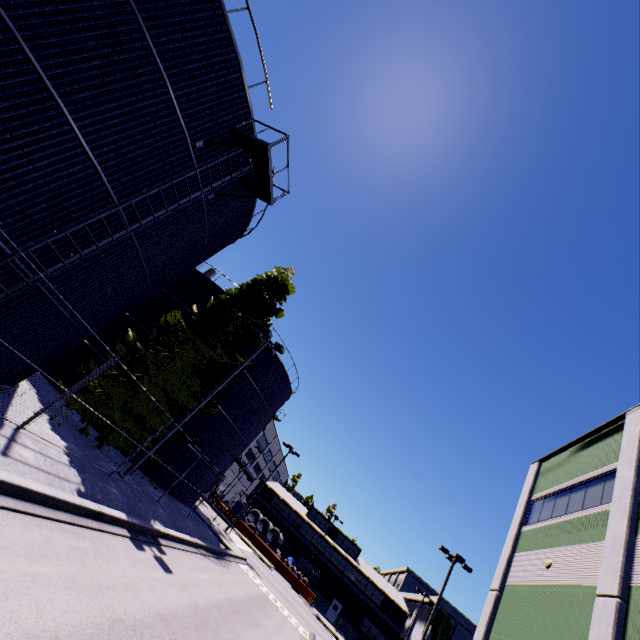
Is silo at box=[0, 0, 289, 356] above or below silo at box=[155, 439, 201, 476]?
above

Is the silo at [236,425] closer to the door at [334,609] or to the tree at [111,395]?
the tree at [111,395]

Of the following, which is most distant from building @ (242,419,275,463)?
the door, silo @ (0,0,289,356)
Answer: silo @ (0,0,289,356)

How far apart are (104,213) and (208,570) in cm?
1543

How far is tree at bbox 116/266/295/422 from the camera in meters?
17.5 m

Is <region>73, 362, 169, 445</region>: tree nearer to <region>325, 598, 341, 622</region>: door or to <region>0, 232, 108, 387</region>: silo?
<region>0, 232, 108, 387</region>: silo

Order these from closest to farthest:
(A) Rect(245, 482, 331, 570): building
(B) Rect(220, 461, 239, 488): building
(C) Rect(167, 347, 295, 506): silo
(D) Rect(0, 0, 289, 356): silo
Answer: (D) Rect(0, 0, 289, 356): silo
(C) Rect(167, 347, 295, 506): silo
(B) Rect(220, 461, 239, 488): building
(A) Rect(245, 482, 331, 570): building

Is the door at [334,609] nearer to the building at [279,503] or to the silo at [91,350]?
the building at [279,503]
